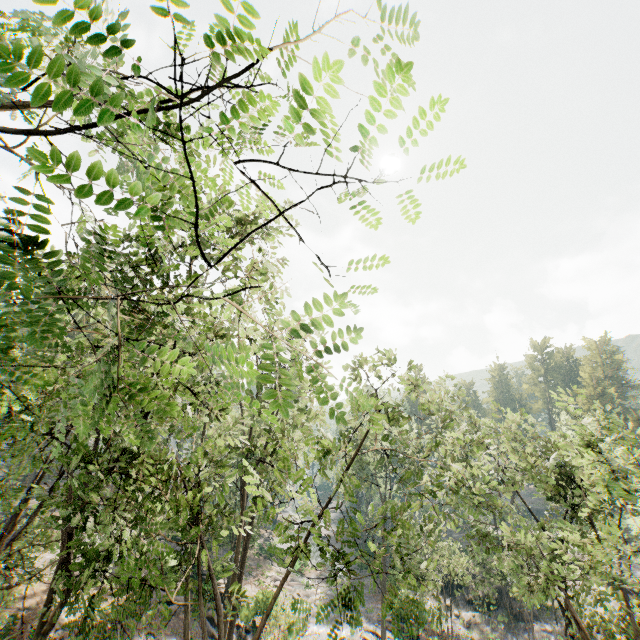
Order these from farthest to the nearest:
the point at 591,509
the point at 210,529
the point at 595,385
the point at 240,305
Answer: the point at 595,385, the point at 591,509, the point at 210,529, the point at 240,305

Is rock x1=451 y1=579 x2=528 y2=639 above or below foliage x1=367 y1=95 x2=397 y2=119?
below

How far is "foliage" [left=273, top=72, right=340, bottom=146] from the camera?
1.5m

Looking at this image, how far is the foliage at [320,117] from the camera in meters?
1.5

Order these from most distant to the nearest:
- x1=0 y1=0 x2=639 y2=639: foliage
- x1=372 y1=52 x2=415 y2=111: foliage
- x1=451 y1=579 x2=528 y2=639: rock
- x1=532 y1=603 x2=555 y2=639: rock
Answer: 1. x1=451 y1=579 x2=528 y2=639: rock
2. x1=532 y1=603 x2=555 y2=639: rock
3. x1=0 y1=0 x2=639 y2=639: foliage
4. x1=372 y1=52 x2=415 y2=111: foliage
